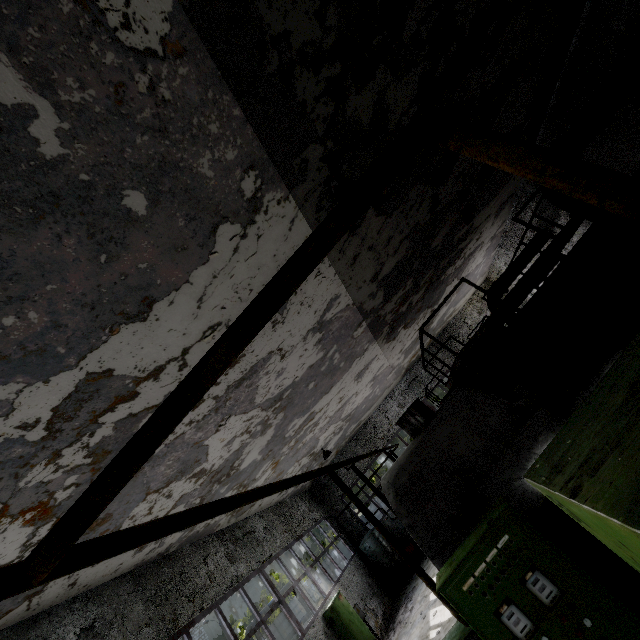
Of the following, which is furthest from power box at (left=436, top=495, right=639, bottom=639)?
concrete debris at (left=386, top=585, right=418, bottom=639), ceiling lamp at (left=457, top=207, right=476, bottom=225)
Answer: concrete debris at (left=386, top=585, right=418, bottom=639)

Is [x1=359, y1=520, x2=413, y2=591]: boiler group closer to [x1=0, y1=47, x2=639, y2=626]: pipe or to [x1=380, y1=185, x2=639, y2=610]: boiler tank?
[x1=380, y1=185, x2=639, y2=610]: boiler tank

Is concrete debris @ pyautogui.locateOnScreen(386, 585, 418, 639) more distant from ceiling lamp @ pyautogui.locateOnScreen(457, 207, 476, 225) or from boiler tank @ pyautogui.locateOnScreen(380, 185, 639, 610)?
ceiling lamp @ pyautogui.locateOnScreen(457, 207, 476, 225)

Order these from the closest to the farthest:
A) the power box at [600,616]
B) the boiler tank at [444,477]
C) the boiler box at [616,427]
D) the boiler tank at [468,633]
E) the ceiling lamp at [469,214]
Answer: the boiler box at [616,427] < the power box at [600,616] < the boiler tank at [444,477] < the boiler tank at [468,633] < the ceiling lamp at [469,214]

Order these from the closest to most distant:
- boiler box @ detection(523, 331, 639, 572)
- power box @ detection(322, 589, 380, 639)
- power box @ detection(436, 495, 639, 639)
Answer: boiler box @ detection(523, 331, 639, 572) → power box @ detection(436, 495, 639, 639) → power box @ detection(322, 589, 380, 639)

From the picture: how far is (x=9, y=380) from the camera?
3.3 meters

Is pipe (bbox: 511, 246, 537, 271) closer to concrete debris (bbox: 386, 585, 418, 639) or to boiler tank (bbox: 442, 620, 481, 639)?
boiler tank (bbox: 442, 620, 481, 639)

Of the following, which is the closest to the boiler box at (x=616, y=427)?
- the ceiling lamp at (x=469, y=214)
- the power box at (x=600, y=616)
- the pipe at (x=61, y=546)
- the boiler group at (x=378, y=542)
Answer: the power box at (x=600, y=616)
